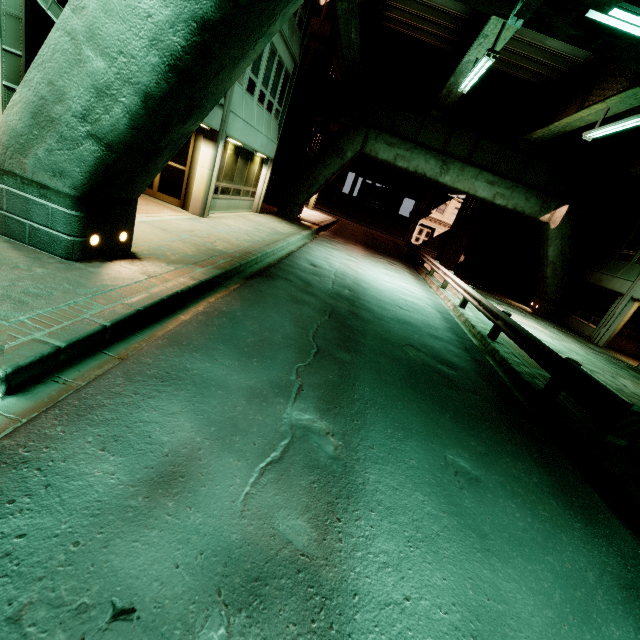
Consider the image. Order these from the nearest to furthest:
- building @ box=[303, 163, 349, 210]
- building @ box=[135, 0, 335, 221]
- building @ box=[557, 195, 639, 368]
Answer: building @ box=[135, 0, 335, 221] < building @ box=[557, 195, 639, 368] < building @ box=[303, 163, 349, 210]

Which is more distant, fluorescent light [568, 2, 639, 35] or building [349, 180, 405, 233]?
building [349, 180, 405, 233]

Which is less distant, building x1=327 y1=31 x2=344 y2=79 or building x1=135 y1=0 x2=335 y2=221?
building x1=135 y1=0 x2=335 y2=221

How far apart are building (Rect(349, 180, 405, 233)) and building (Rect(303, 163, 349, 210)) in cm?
753

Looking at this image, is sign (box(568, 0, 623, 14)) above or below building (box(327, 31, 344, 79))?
below

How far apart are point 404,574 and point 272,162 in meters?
18.8

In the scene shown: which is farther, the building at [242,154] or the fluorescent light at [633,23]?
the building at [242,154]

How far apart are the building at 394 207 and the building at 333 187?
7.5 meters
